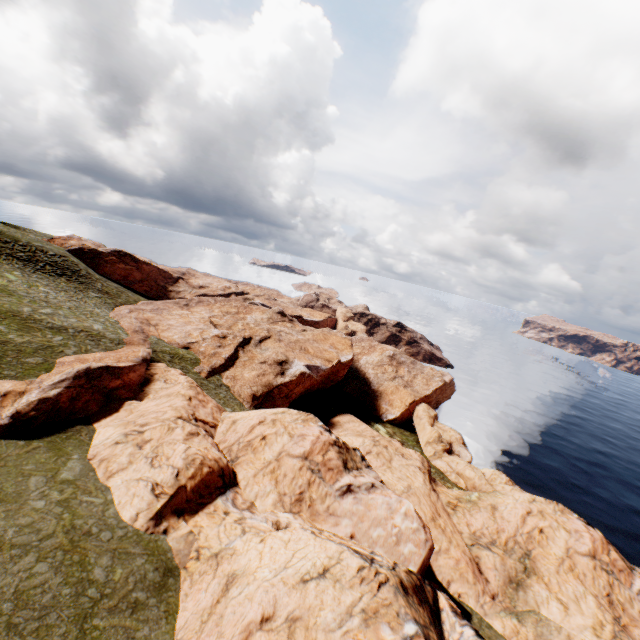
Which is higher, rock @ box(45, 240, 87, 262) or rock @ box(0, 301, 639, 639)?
rock @ box(45, 240, 87, 262)

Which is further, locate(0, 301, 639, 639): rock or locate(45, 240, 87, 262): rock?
locate(45, 240, 87, 262): rock

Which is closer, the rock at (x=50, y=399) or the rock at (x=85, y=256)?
the rock at (x=50, y=399)

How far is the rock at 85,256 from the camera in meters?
58.5 m

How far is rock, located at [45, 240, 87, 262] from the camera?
58.5m

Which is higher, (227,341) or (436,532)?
(227,341)
